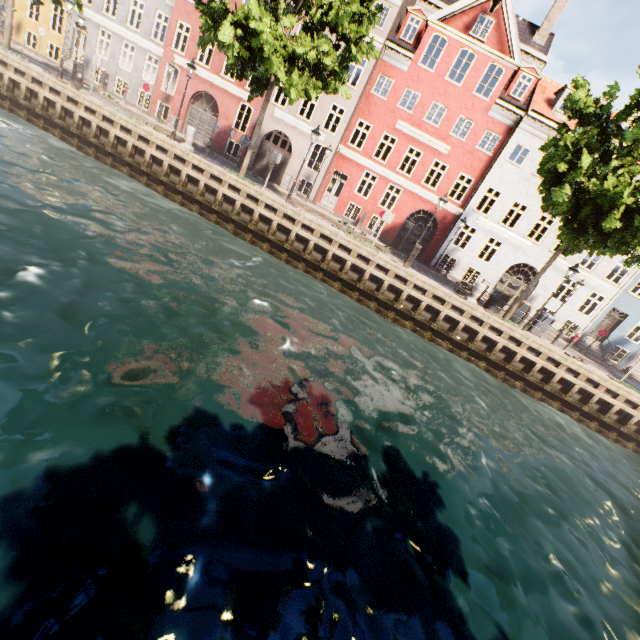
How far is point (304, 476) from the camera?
5.3m

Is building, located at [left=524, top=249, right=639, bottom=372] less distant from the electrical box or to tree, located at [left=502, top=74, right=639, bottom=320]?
tree, located at [left=502, top=74, right=639, bottom=320]

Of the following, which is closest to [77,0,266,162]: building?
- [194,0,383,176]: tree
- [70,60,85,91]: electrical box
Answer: [194,0,383,176]: tree

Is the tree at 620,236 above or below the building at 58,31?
above

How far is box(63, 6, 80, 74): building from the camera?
23.48m

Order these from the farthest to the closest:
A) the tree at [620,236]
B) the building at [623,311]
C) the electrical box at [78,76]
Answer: the building at [623,311], the electrical box at [78,76], the tree at [620,236]
